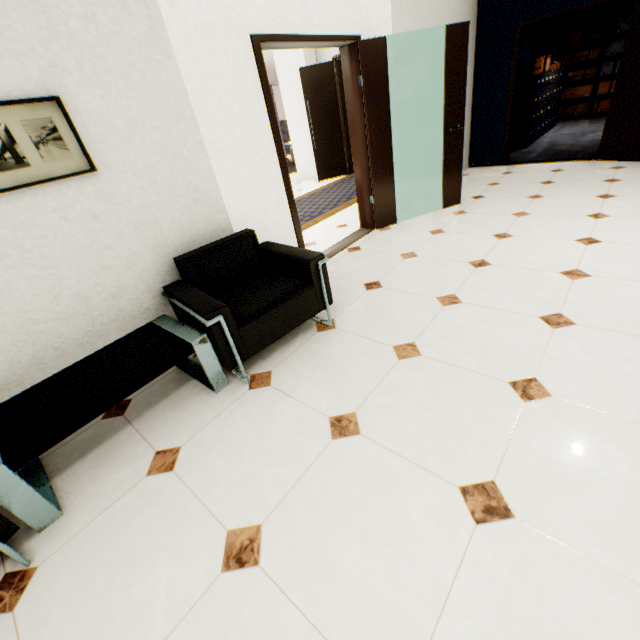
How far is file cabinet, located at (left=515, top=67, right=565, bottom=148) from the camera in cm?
677

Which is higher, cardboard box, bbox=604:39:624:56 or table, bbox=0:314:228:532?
cardboard box, bbox=604:39:624:56

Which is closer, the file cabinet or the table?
the table

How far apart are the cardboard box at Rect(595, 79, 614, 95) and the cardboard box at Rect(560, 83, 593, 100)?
0.1 meters

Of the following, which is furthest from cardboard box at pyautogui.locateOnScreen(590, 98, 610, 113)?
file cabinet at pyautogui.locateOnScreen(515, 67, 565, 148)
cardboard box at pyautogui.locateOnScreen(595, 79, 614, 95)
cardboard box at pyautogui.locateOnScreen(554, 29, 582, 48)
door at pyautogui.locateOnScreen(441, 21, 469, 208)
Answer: door at pyautogui.locateOnScreen(441, 21, 469, 208)

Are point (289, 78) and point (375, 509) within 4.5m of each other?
no

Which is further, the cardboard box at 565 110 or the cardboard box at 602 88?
the cardboard box at 565 110

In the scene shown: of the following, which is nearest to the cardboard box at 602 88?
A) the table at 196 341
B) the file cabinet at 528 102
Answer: the file cabinet at 528 102
